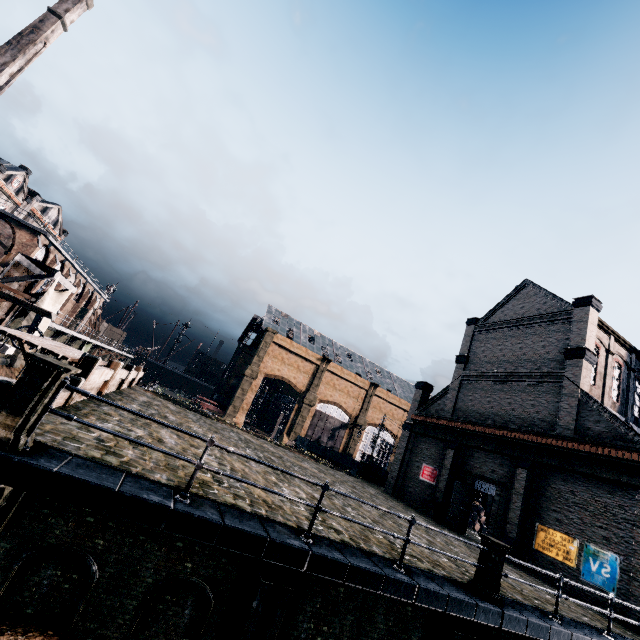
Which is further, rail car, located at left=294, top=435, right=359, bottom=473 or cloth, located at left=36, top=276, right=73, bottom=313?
rail car, located at left=294, top=435, right=359, bottom=473

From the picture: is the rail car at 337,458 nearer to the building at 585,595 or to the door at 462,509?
the building at 585,595

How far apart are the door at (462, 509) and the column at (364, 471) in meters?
12.6 m

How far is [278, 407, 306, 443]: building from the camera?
58.19m

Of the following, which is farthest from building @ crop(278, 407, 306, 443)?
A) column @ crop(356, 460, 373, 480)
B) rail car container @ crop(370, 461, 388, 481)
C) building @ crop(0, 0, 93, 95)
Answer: building @ crop(0, 0, 93, 95)

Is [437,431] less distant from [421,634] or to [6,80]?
[421,634]

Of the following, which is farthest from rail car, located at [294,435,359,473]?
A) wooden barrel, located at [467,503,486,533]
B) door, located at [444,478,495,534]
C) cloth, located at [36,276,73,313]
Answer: cloth, located at [36,276,73,313]

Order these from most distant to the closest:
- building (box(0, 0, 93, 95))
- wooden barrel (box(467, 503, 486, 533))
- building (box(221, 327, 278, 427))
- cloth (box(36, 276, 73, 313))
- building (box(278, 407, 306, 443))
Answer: building (box(278, 407, 306, 443)) < building (box(221, 327, 278, 427)) < building (box(0, 0, 93, 95)) < wooden barrel (box(467, 503, 486, 533)) < cloth (box(36, 276, 73, 313))
